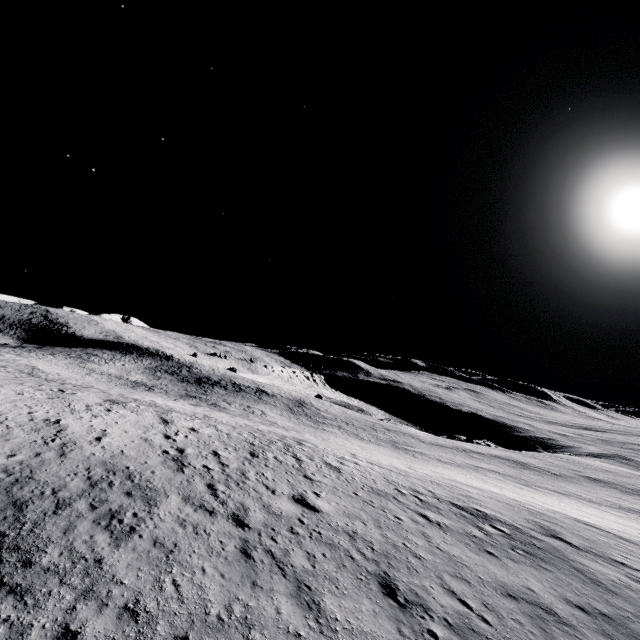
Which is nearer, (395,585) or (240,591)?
(240,591)
